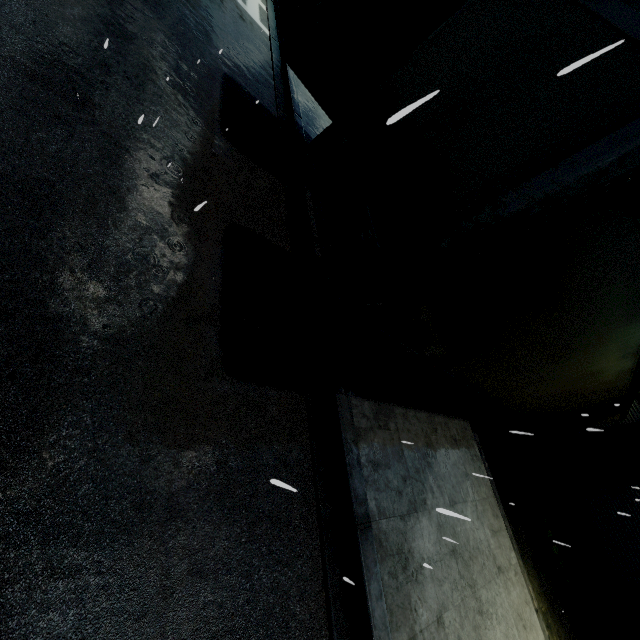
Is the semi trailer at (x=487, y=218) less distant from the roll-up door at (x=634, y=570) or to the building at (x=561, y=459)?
the building at (x=561, y=459)

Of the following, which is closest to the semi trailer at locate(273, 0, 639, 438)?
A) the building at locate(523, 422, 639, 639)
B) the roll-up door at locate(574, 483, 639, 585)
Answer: → the building at locate(523, 422, 639, 639)

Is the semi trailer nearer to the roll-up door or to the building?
the building

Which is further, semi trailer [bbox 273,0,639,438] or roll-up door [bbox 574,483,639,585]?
roll-up door [bbox 574,483,639,585]

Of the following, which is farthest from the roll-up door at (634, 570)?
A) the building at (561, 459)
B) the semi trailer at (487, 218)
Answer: the semi trailer at (487, 218)

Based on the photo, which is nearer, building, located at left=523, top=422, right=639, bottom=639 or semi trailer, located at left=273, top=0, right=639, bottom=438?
semi trailer, located at left=273, top=0, right=639, bottom=438

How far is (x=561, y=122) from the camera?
2.2m
